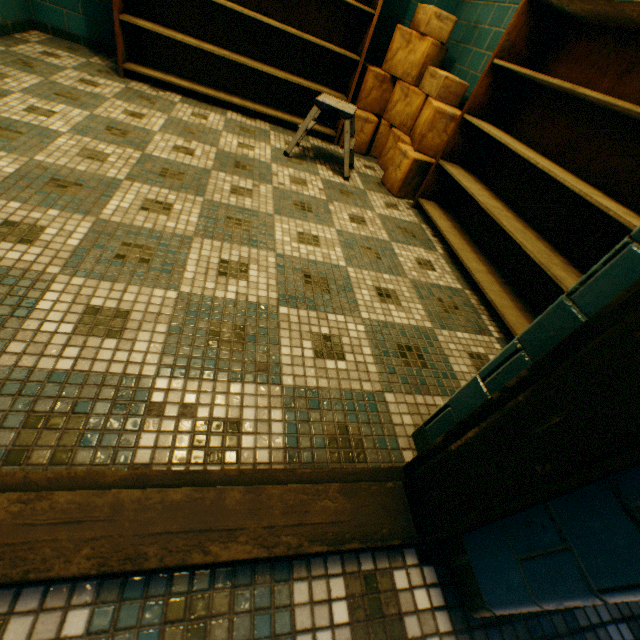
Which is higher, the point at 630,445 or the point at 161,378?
the point at 630,445

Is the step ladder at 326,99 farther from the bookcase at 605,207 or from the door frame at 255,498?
the door frame at 255,498

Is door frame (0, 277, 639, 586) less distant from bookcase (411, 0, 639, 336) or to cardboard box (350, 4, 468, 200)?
bookcase (411, 0, 639, 336)

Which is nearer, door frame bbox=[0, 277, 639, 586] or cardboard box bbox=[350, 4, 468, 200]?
door frame bbox=[0, 277, 639, 586]

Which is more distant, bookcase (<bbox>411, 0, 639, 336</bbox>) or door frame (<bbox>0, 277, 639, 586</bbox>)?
bookcase (<bbox>411, 0, 639, 336</bbox>)

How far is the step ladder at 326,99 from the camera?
2.4m

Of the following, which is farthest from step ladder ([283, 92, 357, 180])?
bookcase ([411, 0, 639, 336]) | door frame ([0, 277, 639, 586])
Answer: door frame ([0, 277, 639, 586])
